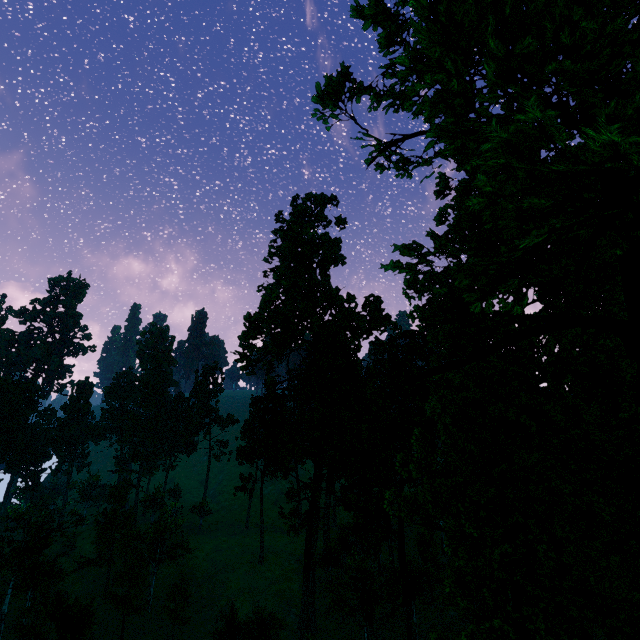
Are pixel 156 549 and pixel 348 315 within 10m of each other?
no

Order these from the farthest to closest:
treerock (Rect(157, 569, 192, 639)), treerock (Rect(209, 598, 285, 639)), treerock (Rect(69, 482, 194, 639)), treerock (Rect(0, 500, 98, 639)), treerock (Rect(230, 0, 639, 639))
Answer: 1. treerock (Rect(69, 482, 194, 639))
2. treerock (Rect(157, 569, 192, 639))
3. treerock (Rect(209, 598, 285, 639))
4. treerock (Rect(0, 500, 98, 639))
5. treerock (Rect(230, 0, 639, 639))

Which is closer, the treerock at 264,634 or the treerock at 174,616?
the treerock at 264,634

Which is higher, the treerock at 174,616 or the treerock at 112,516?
the treerock at 112,516

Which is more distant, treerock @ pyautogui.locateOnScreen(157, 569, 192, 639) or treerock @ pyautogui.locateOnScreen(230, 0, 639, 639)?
treerock @ pyautogui.locateOnScreen(157, 569, 192, 639)

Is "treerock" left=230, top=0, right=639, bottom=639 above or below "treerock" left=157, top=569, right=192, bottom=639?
above
